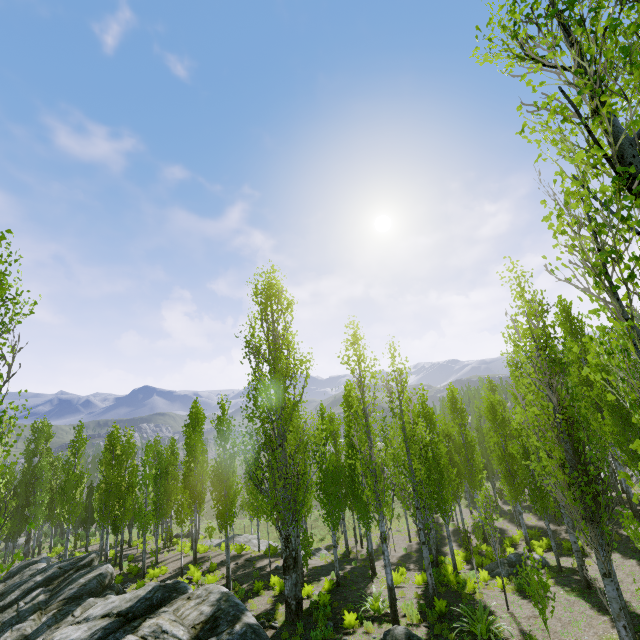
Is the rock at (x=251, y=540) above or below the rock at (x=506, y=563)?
below

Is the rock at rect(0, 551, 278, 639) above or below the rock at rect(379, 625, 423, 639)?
below

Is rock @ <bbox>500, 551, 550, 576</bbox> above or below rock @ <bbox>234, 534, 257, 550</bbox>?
above

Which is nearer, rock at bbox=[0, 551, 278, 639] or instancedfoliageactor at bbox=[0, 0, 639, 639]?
instancedfoliageactor at bbox=[0, 0, 639, 639]

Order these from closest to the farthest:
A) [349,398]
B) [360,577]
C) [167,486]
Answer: [349,398] < [360,577] < [167,486]

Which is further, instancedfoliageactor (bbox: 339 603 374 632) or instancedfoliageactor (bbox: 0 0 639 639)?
instancedfoliageactor (bbox: 339 603 374 632)

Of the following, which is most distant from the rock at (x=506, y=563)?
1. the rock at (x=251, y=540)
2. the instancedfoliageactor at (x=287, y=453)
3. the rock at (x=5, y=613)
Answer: the rock at (x=251, y=540)

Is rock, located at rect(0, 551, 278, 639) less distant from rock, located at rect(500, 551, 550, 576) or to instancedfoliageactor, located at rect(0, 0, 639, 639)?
instancedfoliageactor, located at rect(0, 0, 639, 639)
